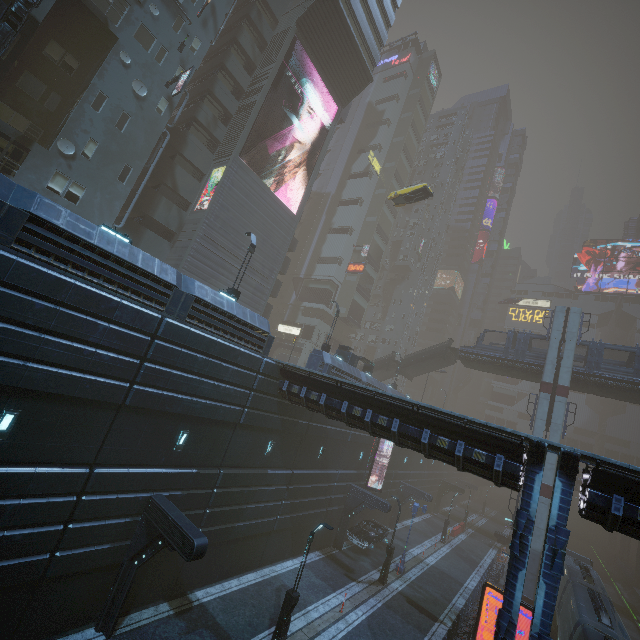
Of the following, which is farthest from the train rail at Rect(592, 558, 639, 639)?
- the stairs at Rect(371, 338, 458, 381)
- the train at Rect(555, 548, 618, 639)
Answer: the stairs at Rect(371, 338, 458, 381)

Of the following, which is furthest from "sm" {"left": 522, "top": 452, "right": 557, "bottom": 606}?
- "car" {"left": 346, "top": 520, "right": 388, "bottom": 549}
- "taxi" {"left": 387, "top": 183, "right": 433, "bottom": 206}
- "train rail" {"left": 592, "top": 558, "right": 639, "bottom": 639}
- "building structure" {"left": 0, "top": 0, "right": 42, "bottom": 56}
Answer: "building structure" {"left": 0, "top": 0, "right": 42, "bottom": 56}

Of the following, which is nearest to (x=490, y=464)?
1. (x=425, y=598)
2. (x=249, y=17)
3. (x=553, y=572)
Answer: (x=553, y=572)

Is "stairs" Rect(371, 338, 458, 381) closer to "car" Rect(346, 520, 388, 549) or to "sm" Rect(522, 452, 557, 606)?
"sm" Rect(522, 452, 557, 606)

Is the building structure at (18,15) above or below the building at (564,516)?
above

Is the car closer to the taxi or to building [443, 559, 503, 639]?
building [443, 559, 503, 639]

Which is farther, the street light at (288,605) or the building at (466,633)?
the building at (466,633)

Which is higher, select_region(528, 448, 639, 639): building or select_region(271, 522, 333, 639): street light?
select_region(528, 448, 639, 639): building
